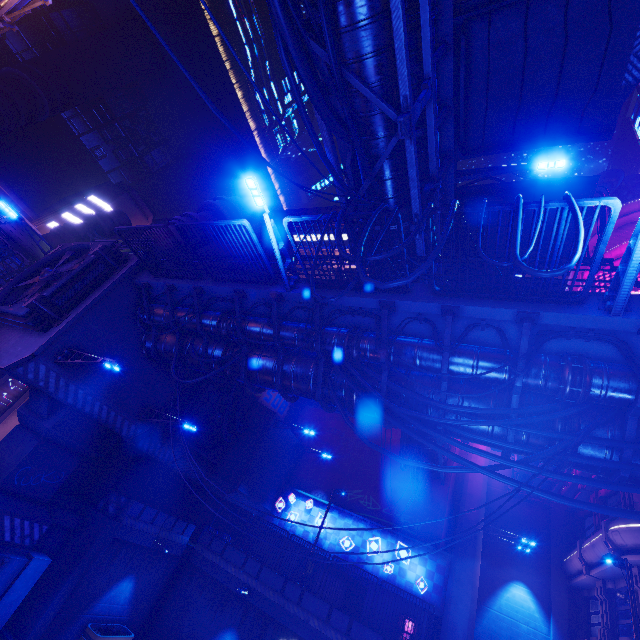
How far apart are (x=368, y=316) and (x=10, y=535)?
14.6 meters

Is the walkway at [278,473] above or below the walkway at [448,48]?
below

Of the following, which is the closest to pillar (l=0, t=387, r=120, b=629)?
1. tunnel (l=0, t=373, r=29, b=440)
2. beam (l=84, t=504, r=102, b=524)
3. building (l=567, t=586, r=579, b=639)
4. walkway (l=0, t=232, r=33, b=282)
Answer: beam (l=84, t=504, r=102, b=524)

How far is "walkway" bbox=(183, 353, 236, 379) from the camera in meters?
A: 11.7 m

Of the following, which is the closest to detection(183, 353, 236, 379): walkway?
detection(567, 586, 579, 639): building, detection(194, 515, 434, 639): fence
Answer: detection(194, 515, 434, 639): fence

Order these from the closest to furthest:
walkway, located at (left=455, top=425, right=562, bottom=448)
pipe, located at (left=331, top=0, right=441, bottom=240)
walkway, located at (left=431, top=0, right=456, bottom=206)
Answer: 1. pipe, located at (left=331, top=0, right=441, bottom=240)
2. walkway, located at (left=455, top=425, right=562, bottom=448)
3. walkway, located at (left=431, top=0, right=456, bottom=206)

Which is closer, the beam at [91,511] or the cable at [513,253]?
the cable at [513,253]

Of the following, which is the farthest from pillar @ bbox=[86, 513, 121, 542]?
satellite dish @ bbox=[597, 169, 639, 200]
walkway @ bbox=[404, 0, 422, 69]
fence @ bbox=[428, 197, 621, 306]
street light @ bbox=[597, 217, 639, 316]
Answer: satellite dish @ bbox=[597, 169, 639, 200]
